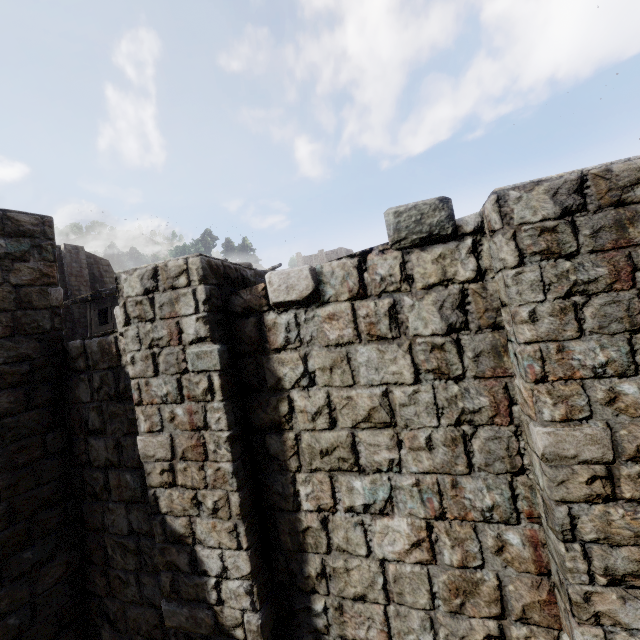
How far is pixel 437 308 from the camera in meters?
3.3
